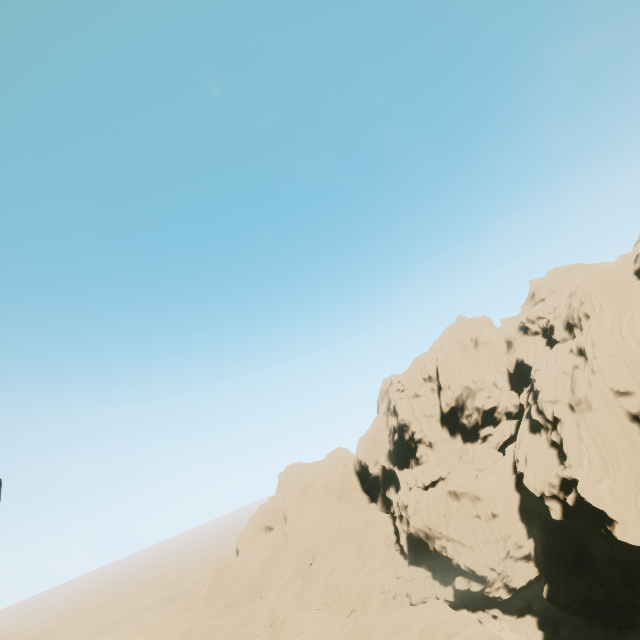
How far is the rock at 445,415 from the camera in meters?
58.8

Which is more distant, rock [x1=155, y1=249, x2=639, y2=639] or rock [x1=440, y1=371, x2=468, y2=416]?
rock [x1=440, y1=371, x2=468, y2=416]

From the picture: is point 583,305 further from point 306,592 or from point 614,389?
point 306,592

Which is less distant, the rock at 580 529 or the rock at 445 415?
the rock at 580 529

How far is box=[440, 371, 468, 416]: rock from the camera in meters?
58.8
